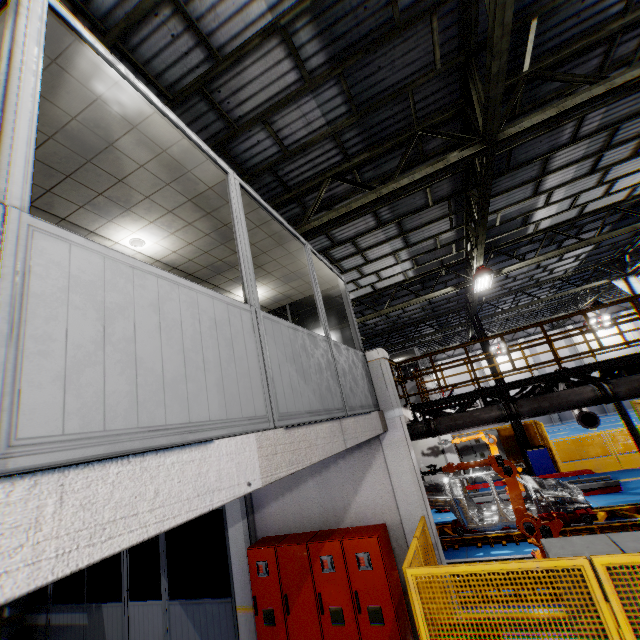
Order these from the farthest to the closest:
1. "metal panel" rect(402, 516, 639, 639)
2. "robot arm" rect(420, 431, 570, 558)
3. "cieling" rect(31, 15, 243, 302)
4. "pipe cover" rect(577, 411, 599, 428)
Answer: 1. "pipe cover" rect(577, 411, 599, 428)
2. "robot arm" rect(420, 431, 570, 558)
3. "metal panel" rect(402, 516, 639, 639)
4. "cieling" rect(31, 15, 243, 302)

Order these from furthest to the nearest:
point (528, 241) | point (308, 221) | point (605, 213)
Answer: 1. point (528, 241)
2. point (605, 213)
3. point (308, 221)

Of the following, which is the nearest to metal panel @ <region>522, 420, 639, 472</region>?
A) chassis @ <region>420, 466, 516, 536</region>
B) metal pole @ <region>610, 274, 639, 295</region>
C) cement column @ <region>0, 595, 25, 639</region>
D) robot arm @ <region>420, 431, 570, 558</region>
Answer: metal pole @ <region>610, 274, 639, 295</region>

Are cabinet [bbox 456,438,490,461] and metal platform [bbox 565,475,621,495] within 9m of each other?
yes

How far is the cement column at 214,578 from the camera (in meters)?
10.85

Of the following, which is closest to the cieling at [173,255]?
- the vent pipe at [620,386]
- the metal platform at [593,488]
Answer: the vent pipe at [620,386]

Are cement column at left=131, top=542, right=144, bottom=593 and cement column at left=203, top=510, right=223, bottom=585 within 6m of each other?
yes

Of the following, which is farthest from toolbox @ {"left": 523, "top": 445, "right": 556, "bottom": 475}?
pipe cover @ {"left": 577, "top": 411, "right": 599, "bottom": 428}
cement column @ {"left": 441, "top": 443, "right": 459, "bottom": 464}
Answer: pipe cover @ {"left": 577, "top": 411, "right": 599, "bottom": 428}
